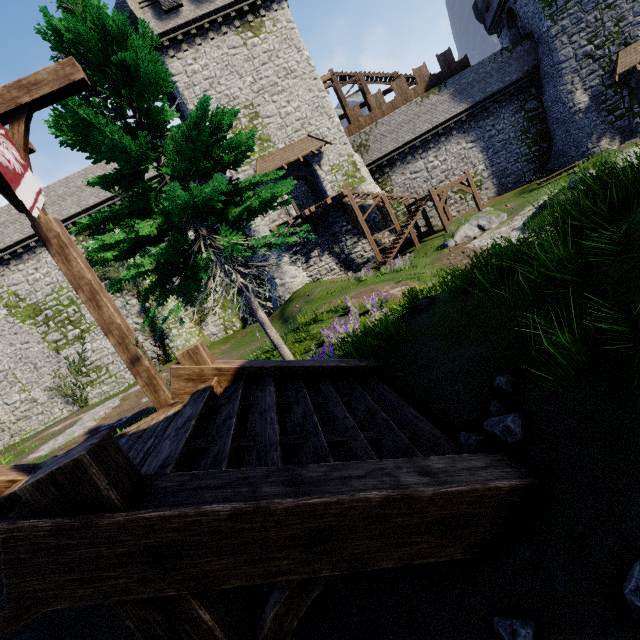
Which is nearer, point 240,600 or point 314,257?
point 240,600

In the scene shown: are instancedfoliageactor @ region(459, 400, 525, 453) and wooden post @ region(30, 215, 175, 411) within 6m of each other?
yes

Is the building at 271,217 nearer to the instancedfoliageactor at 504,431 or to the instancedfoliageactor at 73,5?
the instancedfoliageactor at 73,5

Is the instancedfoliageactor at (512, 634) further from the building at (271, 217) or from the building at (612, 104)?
the building at (612, 104)

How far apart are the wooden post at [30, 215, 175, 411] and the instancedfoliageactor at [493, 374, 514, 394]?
4.97m

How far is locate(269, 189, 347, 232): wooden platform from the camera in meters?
22.7

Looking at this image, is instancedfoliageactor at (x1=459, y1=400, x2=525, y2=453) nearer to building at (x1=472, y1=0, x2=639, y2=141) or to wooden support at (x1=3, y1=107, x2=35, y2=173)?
wooden support at (x1=3, y1=107, x2=35, y2=173)

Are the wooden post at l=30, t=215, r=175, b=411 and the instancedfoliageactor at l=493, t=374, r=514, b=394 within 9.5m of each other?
yes
